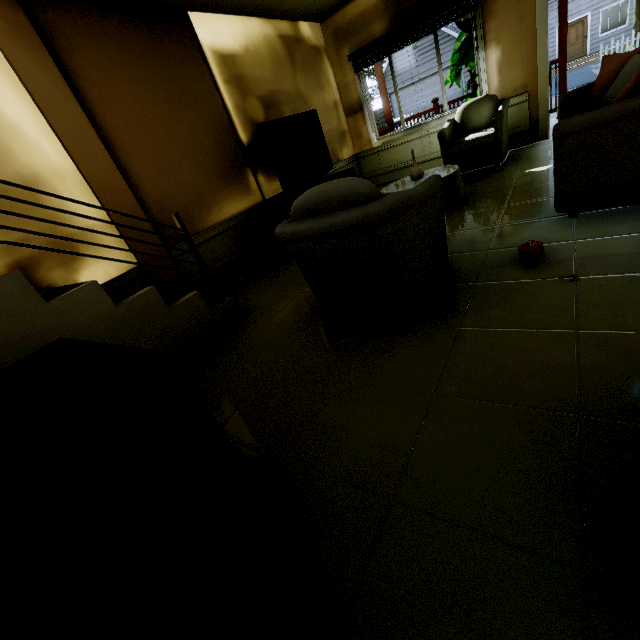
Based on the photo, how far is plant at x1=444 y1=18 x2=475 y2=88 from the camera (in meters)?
5.05

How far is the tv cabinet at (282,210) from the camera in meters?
3.9

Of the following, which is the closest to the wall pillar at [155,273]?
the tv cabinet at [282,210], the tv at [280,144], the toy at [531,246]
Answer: the tv cabinet at [282,210]

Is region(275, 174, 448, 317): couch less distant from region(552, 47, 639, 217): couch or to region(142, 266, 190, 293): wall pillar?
region(552, 47, 639, 217): couch

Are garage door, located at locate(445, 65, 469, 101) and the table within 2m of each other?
no

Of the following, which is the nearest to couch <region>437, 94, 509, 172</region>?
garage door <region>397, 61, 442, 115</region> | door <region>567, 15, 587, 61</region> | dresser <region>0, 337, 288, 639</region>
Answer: dresser <region>0, 337, 288, 639</region>

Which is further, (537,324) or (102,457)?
(537,324)

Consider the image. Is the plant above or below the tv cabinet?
above
